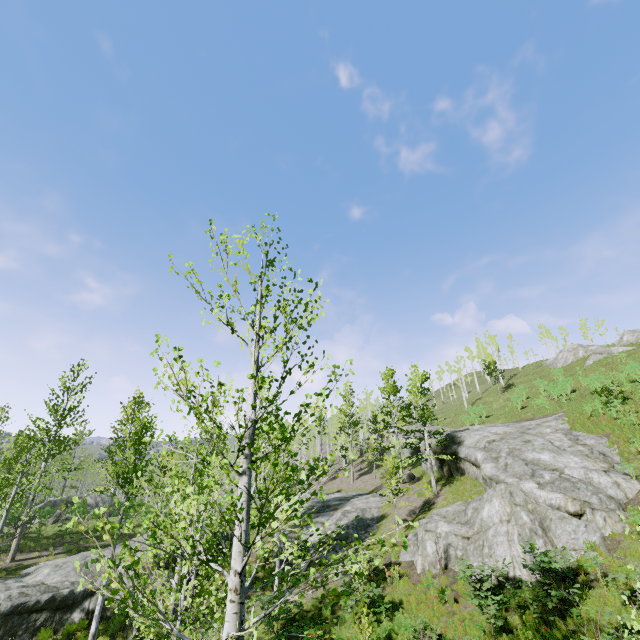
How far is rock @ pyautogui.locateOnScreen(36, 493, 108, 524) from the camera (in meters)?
28.98

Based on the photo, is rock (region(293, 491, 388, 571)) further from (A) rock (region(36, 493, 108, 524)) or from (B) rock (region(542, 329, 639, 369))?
(B) rock (region(542, 329, 639, 369))

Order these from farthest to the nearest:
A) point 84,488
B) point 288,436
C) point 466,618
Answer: point 84,488 → point 466,618 → point 288,436

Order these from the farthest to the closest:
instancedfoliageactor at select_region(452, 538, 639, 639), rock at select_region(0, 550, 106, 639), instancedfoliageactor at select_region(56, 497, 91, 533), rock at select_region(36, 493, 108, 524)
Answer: rock at select_region(36, 493, 108, 524) → rock at select_region(0, 550, 106, 639) → instancedfoliageactor at select_region(452, 538, 639, 639) → instancedfoliageactor at select_region(56, 497, 91, 533)

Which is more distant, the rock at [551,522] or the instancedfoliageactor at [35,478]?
the rock at [551,522]

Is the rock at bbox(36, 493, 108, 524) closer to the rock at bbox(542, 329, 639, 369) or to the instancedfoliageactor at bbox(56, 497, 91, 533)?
the instancedfoliageactor at bbox(56, 497, 91, 533)

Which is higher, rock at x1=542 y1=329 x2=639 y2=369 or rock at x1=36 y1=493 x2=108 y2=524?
rock at x1=542 y1=329 x2=639 y2=369

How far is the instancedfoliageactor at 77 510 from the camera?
3.9m
